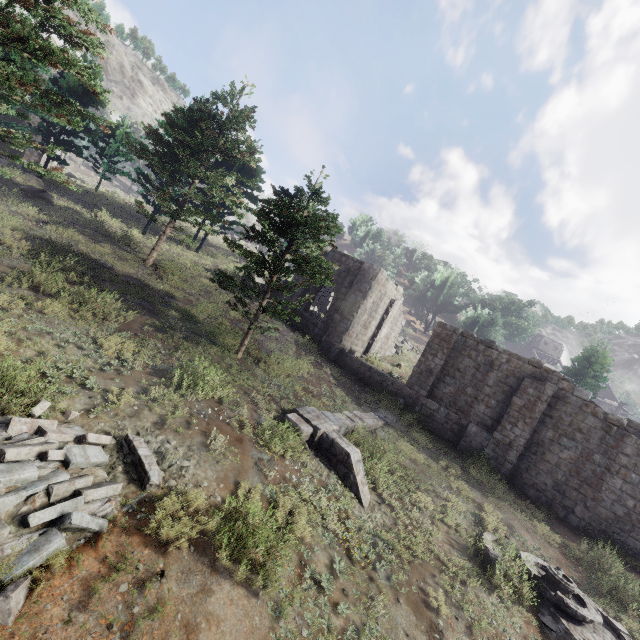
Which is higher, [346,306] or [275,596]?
[346,306]

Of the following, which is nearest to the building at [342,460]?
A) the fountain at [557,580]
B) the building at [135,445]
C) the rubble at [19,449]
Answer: the fountain at [557,580]

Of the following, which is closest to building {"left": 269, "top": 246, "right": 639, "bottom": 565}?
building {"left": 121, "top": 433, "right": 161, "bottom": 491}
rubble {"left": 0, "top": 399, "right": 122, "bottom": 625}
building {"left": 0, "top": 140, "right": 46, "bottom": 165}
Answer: rubble {"left": 0, "top": 399, "right": 122, "bottom": 625}

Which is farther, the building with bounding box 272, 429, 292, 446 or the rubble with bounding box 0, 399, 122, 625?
the building with bounding box 272, 429, 292, 446

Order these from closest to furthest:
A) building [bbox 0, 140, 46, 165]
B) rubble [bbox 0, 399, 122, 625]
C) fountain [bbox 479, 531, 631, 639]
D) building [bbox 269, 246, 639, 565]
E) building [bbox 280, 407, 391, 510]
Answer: rubble [bbox 0, 399, 122, 625] < fountain [bbox 479, 531, 631, 639] < building [bbox 280, 407, 391, 510] < building [bbox 269, 246, 639, 565] < building [bbox 0, 140, 46, 165]

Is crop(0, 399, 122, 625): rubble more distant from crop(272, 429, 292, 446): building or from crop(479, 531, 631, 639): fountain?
crop(479, 531, 631, 639): fountain

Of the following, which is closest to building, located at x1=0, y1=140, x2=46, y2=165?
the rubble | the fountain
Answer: the rubble

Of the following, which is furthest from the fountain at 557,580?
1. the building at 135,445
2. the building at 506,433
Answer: the building at 135,445
